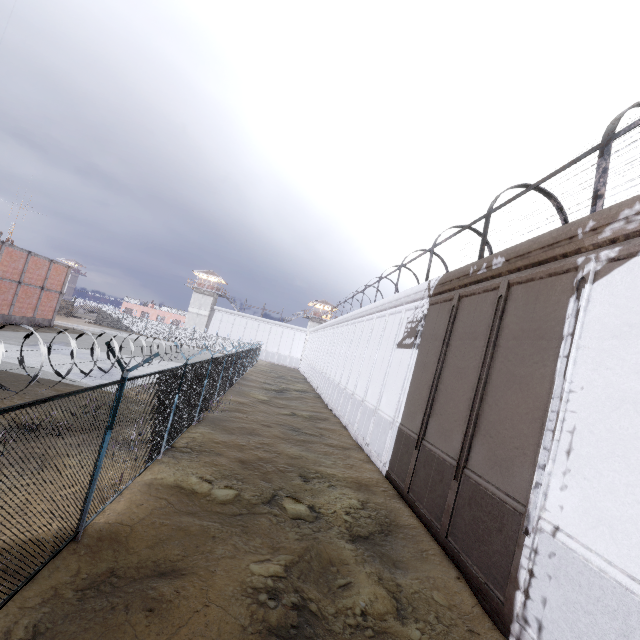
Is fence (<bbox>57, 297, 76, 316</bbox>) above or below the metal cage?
below

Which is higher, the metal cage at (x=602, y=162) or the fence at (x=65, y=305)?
the metal cage at (x=602, y=162)

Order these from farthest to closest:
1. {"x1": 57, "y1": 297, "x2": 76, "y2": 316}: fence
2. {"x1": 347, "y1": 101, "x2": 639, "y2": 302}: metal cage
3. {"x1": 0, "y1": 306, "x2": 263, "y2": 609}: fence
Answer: {"x1": 57, "y1": 297, "x2": 76, "y2": 316}: fence → {"x1": 347, "y1": 101, "x2": 639, "y2": 302}: metal cage → {"x1": 0, "y1": 306, "x2": 263, "y2": 609}: fence

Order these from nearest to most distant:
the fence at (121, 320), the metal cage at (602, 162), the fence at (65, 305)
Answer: the fence at (121, 320) < the metal cage at (602, 162) < the fence at (65, 305)

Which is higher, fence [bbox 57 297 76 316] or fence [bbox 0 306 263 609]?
fence [bbox 57 297 76 316]

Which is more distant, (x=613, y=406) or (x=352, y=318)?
(x=352, y=318)

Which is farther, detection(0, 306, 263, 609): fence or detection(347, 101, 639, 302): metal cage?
detection(347, 101, 639, 302): metal cage

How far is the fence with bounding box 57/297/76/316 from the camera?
53.5 meters
